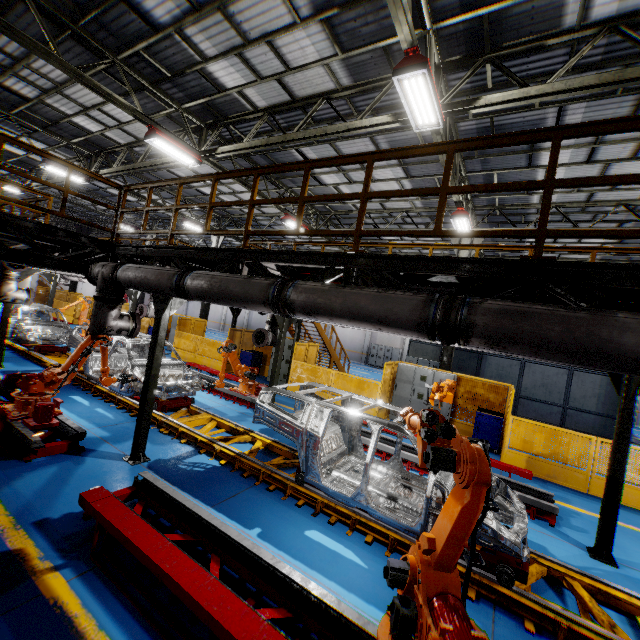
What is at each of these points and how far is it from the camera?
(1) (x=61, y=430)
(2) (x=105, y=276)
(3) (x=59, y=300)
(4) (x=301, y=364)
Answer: (1) metal platform, 6.31m
(2) vent pipe, 6.23m
(3) metal panel, 25.14m
(4) metal panel, 13.34m

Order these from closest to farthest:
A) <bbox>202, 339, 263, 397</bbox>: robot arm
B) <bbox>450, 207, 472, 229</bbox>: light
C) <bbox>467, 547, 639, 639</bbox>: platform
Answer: <bbox>467, 547, 639, 639</bbox>: platform < <bbox>202, 339, 263, 397</bbox>: robot arm < <bbox>450, 207, 472, 229</bbox>: light

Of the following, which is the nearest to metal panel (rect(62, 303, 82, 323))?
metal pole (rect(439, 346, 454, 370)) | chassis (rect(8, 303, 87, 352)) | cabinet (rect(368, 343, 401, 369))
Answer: metal pole (rect(439, 346, 454, 370))

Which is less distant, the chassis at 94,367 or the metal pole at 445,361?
the chassis at 94,367

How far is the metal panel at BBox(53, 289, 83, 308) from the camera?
24.7 meters

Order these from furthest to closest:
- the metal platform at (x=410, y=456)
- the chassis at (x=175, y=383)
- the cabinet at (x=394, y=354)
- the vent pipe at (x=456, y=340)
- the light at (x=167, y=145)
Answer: the cabinet at (x=394, y=354), the light at (x=167, y=145), the chassis at (x=175, y=383), the metal platform at (x=410, y=456), the vent pipe at (x=456, y=340)

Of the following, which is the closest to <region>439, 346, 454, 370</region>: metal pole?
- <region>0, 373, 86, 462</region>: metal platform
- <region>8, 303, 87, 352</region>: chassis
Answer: <region>8, 303, 87, 352</region>: chassis
